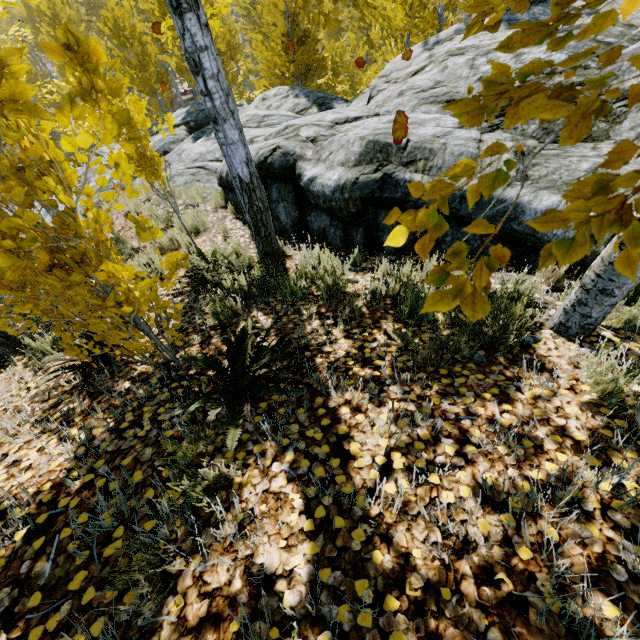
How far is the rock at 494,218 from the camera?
3.5 meters

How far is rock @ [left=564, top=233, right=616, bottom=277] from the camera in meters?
3.0

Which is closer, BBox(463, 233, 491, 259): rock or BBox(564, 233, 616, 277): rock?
BBox(564, 233, 616, 277): rock

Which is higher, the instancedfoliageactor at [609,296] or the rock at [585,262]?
the instancedfoliageactor at [609,296]

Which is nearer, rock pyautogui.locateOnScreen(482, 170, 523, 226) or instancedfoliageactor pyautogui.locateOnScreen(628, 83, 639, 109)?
instancedfoliageactor pyautogui.locateOnScreen(628, 83, 639, 109)

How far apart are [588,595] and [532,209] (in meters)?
3.44

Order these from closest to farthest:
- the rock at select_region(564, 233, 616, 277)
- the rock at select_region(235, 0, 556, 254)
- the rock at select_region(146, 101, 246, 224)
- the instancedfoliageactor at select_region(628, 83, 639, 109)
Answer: the instancedfoliageactor at select_region(628, 83, 639, 109)
the rock at select_region(564, 233, 616, 277)
the rock at select_region(235, 0, 556, 254)
the rock at select_region(146, 101, 246, 224)
